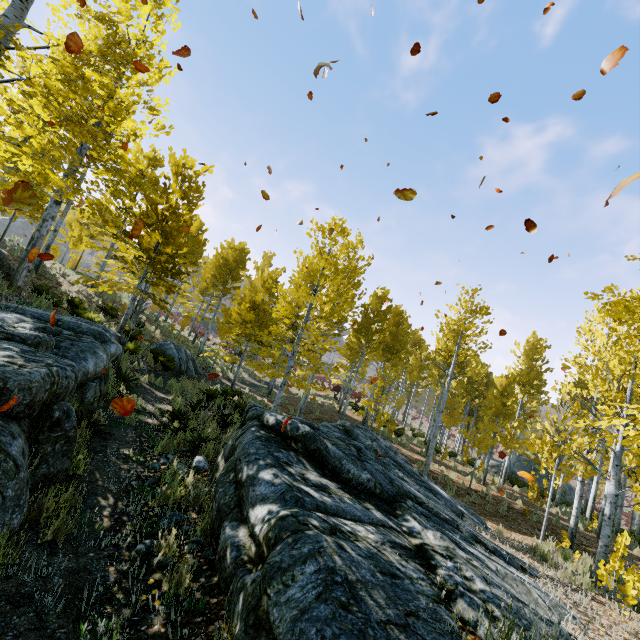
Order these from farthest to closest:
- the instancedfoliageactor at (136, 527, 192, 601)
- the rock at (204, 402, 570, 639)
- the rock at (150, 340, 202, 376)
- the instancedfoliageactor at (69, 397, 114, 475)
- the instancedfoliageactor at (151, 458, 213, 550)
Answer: the rock at (150, 340, 202, 376), the instancedfoliageactor at (69, 397, 114, 475), the instancedfoliageactor at (151, 458, 213, 550), the instancedfoliageactor at (136, 527, 192, 601), the rock at (204, 402, 570, 639)

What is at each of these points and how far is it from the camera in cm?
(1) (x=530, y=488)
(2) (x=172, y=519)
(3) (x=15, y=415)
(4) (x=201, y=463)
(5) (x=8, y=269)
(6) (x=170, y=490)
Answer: (1) instancedfoliageactor, 2558
(2) rock, 378
(3) rock, 342
(4) rock, 555
(5) rock, 1112
(6) instancedfoliageactor, 423

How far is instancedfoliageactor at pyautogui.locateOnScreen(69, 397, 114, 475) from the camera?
4.3m

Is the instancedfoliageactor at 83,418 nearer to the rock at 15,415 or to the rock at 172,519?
the rock at 15,415

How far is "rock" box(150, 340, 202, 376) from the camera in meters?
16.1

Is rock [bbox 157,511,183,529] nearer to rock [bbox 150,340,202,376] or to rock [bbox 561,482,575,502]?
rock [bbox 150,340,202,376]

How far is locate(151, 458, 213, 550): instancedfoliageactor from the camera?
3.5m

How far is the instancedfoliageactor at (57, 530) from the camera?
3.04m
